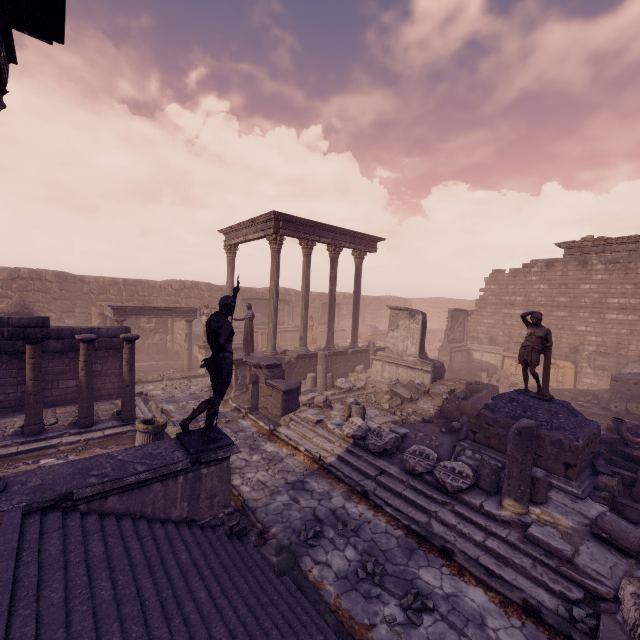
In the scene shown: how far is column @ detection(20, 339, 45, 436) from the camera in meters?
8.2 m

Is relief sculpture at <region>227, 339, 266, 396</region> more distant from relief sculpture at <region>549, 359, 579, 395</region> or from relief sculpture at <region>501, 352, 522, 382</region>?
relief sculpture at <region>549, 359, 579, 395</region>

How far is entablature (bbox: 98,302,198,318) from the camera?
15.65m

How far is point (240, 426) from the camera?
10.7m

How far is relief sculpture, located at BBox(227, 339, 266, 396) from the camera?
13.9m

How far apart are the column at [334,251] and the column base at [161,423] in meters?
9.7 m

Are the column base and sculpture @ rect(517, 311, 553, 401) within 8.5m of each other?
no

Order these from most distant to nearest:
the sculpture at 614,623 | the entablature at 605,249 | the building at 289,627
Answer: the entablature at 605,249 < the sculpture at 614,623 < the building at 289,627
